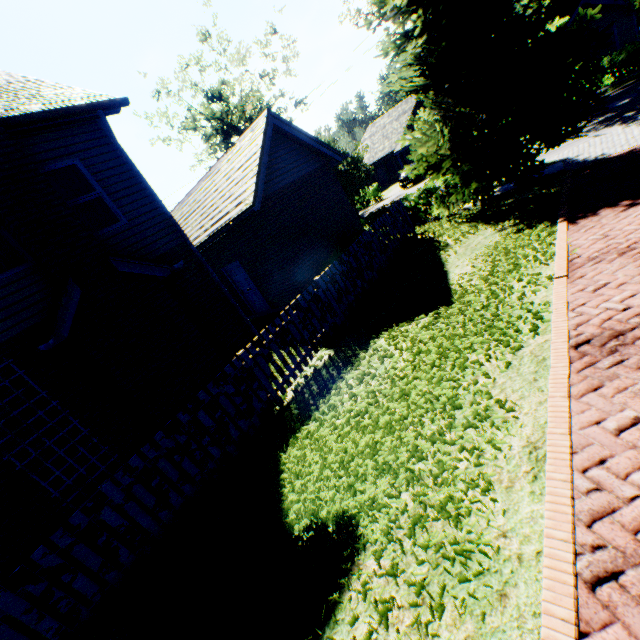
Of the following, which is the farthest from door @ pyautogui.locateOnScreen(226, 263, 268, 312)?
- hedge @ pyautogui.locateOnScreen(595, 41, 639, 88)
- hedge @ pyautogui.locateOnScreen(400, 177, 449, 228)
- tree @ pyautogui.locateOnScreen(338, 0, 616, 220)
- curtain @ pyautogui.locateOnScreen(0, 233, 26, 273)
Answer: hedge @ pyautogui.locateOnScreen(595, 41, 639, 88)

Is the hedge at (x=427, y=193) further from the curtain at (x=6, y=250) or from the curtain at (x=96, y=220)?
the curtain at (x=6, y=250)

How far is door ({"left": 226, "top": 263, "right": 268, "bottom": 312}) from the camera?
12.4 meters

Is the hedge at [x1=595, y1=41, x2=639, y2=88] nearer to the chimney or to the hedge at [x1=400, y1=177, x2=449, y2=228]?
the hedge at [x1=400, y1=177, x2=449, y2=228]

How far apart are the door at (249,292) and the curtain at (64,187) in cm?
443

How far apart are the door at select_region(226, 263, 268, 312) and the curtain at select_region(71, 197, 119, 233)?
4.4 meters

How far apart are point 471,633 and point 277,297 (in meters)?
10.45

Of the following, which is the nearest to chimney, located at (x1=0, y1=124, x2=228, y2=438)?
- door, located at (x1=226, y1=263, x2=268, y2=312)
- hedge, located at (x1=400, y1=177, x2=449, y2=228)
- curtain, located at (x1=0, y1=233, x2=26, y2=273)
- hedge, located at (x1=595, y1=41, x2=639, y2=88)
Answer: curtain, located at (x1=0, y1=233, x2=26, y2=273)
